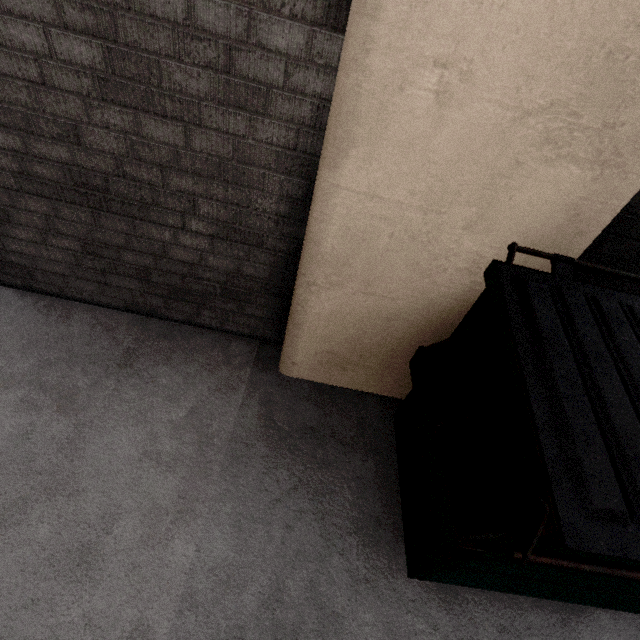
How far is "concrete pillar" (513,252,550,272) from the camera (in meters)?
1.63

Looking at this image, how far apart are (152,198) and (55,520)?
1.8m

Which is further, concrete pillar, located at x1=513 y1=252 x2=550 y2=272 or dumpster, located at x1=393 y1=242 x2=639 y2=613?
concrete pillar, located at x1=513 y1=252 x2=550 y2=272

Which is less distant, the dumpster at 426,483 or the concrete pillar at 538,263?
the dumpster at 426,483

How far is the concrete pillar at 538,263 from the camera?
1.63m

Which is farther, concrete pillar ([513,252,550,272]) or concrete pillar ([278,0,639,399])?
concrete pillar ([513,252,550,272])
